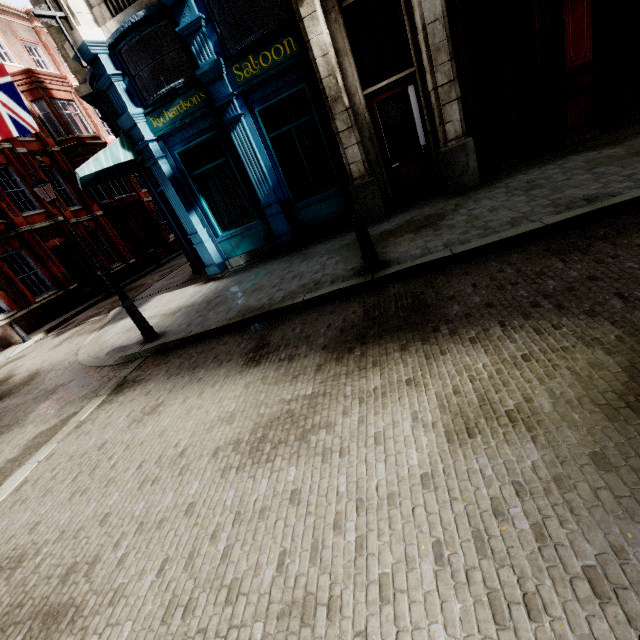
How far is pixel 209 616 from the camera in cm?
198

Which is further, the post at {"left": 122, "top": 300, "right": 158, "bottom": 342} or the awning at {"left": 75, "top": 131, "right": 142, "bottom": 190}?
the awning at {"left": 75, "top": 131, "right": 142, "bottom": 190}

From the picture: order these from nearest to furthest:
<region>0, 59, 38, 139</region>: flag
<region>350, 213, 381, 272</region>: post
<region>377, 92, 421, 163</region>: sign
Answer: <region>350, 213, 381, 272</region>: post, <region>377, 92, 421, 163</region>: sign, <region>0, 59, 38, 139</region>: flag

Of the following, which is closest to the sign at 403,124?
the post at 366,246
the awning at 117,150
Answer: the post at 366,246

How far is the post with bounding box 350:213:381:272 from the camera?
5.1 meters

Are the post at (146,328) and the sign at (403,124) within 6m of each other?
no

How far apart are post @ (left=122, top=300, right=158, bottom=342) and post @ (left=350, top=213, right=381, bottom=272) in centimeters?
472cm

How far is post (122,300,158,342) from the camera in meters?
6.6
